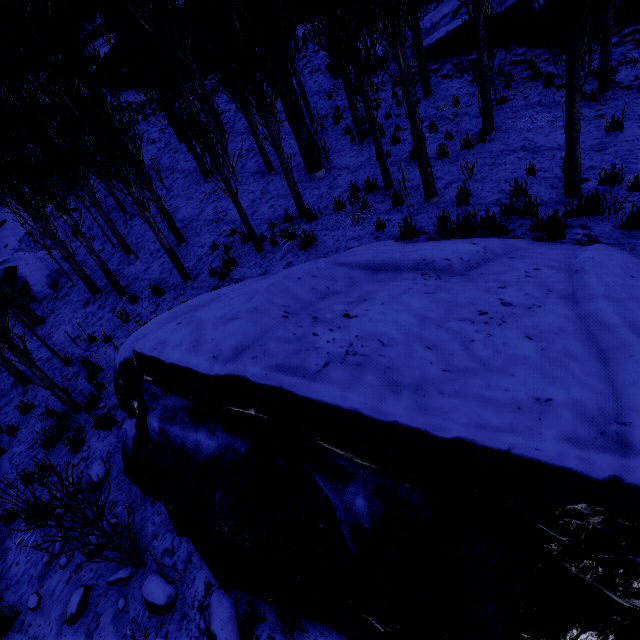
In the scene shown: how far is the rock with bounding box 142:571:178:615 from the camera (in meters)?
3.78

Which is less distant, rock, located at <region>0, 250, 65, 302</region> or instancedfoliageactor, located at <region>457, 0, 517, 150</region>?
instancedfoliageactor, located at <region>457, 0, 517, 150</region>

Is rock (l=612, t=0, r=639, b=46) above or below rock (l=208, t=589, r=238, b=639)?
above

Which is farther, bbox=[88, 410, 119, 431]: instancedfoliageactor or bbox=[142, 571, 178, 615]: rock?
bbox=[88, 410, 119, 431]: instancedfoliageactor

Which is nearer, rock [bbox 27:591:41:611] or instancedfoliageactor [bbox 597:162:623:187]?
rock [bbox 27:591:41:611]

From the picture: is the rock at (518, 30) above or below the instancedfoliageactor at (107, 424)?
above

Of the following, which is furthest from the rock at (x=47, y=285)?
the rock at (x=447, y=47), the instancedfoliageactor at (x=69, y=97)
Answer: the rock at (x=447, y=47)

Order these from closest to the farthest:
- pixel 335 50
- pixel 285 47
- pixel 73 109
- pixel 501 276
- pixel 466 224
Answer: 1. pixel 501 276
2. pixel 466 224
3. pixel 73 109
4. pixel 335 50
5. pixel 285 47
